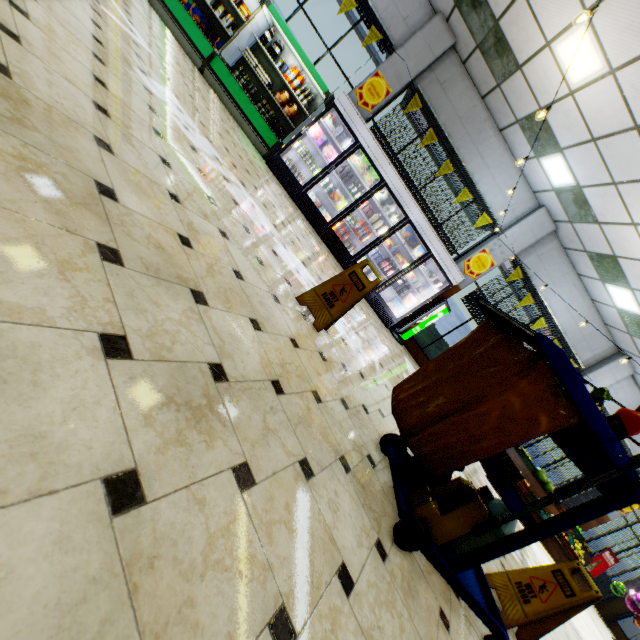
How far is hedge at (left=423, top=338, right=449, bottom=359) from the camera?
10.0m

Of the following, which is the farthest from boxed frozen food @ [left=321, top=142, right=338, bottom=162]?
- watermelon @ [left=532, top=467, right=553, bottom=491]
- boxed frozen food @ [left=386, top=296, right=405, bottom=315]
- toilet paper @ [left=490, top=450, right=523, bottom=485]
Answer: watermelon @ [left=532, top=467, right=553, bottom=491]

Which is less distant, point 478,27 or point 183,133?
point 183,133

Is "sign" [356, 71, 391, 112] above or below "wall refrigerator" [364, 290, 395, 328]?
above

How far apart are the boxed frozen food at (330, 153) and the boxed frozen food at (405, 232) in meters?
2.3 m

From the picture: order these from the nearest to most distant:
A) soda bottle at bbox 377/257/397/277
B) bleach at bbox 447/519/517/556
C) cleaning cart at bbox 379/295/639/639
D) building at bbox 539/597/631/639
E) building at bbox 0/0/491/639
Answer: building at bbox 0/0/491/639, cleaning cart at bbox 379/295/639/639, bleach at bbox 447/519/517/556, building at bbox 539/597/631/639, soda bottle at bbox 377/257/397/277

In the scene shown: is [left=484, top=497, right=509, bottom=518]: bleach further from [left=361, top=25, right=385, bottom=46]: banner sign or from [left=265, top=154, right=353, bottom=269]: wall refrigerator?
[left=361, top=25, right=385, bottom=46]: banner sign

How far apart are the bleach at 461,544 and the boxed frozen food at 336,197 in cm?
678
